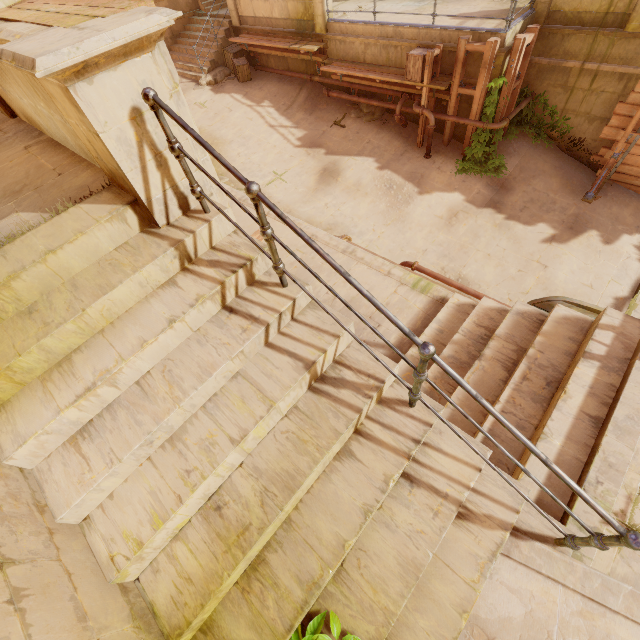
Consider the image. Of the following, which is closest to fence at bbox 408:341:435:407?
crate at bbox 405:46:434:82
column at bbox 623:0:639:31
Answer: crate at bbox 405:46:434:82

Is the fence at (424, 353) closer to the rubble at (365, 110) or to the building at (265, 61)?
the rubble at (365, 110)

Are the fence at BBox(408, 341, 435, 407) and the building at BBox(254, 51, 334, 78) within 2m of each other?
no

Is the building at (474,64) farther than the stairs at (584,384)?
Yes

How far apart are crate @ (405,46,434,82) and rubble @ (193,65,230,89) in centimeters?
809cm

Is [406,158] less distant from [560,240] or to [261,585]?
[560,240]

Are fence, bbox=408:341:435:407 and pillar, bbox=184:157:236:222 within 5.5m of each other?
yes

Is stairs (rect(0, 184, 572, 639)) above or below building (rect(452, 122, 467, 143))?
above
